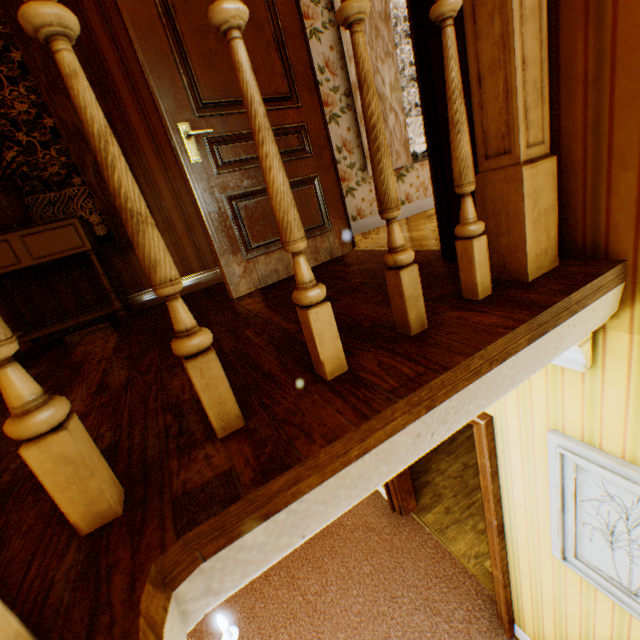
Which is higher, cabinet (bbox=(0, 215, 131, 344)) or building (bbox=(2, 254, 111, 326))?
cabinet (bbox=(0, 215, 131, 344))

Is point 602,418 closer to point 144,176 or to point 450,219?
point 450,219

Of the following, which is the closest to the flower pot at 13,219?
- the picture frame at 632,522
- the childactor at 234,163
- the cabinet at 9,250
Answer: the cabinet at 9,250

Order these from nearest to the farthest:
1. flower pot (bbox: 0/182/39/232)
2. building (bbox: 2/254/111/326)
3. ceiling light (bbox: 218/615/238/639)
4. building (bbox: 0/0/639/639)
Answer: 1. building (bbox: 0/0/639/639)
2. ceiling light (bbox: 218/615/238/639)
3. flower pot (bbox: 0/182/39/232)
4. building (bbox: 2/254/111/326)

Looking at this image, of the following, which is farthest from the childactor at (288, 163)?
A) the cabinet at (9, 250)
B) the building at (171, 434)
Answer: the cabinet at (9, 250)

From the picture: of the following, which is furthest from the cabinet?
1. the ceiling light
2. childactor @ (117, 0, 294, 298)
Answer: the ceiling light

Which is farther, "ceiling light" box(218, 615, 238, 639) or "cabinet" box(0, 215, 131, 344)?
"cabinet" box(0, 215, 131, 344)

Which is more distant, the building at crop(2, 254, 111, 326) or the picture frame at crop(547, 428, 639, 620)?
the building at crop(2, 254, 111, 326)
